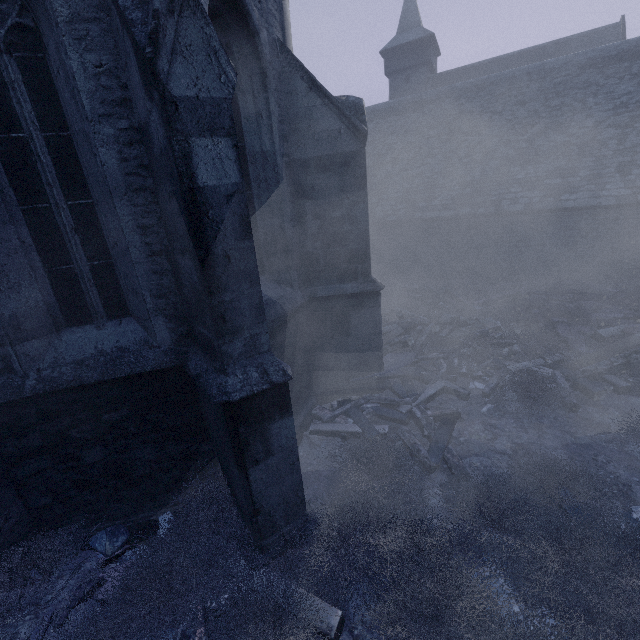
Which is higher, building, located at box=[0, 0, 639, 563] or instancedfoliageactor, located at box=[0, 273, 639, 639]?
building, located at box=[0, 0, 639, 563]

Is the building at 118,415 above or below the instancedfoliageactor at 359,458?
above

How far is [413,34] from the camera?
25.9 meters
